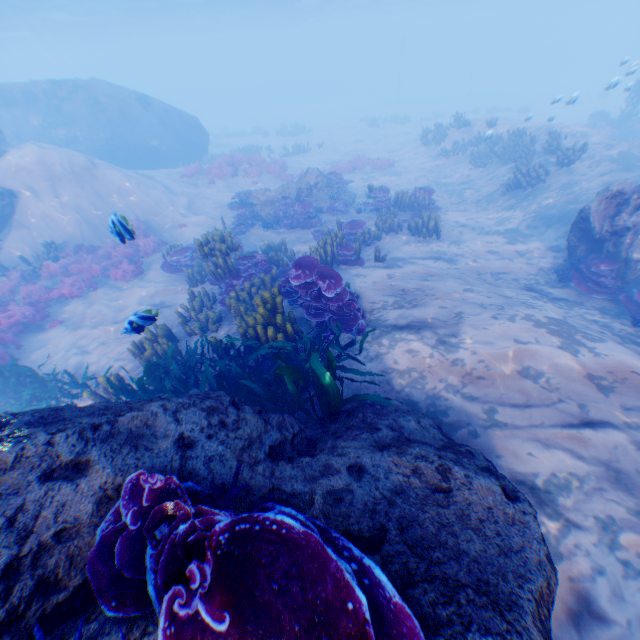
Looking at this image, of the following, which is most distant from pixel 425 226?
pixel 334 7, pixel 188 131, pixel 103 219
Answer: pixel 334 7

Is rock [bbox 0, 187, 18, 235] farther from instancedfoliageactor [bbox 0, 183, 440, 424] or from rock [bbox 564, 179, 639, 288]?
rock [bbox 564, 179, 639, 288]

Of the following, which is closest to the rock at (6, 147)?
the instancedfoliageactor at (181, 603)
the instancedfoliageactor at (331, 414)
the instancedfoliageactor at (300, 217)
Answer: the instancedfoliageactor at (181, 603)

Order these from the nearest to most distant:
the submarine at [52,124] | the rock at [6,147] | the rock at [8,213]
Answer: the rock at [8,213] → the rock at [6,147] → the submarine at [52,124]

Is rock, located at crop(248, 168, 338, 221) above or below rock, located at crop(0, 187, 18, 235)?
below

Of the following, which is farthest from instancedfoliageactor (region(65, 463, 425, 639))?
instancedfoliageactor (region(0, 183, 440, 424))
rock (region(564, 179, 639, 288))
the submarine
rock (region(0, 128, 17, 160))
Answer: rock (region(564, 179, 639, 288))

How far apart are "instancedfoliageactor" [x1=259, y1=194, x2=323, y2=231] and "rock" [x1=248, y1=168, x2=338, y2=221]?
0.02m

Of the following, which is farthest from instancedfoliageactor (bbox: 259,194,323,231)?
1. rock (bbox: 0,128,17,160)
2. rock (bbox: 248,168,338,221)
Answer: rock (bbox: 0,128,17,160)
